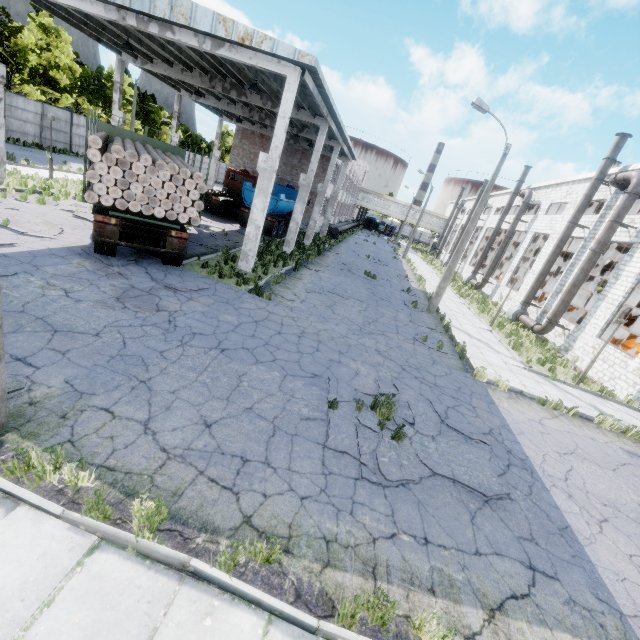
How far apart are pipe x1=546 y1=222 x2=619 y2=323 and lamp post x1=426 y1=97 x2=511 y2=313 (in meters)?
7.36

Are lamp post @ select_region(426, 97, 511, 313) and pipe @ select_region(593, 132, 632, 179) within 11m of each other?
yes

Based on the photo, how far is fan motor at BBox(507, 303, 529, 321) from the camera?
23.4 meters

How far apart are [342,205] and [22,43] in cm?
3658

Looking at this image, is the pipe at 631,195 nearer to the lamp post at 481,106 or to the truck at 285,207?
the lamp post at 481,106

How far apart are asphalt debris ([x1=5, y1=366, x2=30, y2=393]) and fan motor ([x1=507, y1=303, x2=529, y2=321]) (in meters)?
26.24

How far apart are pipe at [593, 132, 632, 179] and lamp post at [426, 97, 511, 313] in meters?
9.4

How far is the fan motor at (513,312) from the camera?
23.41m
